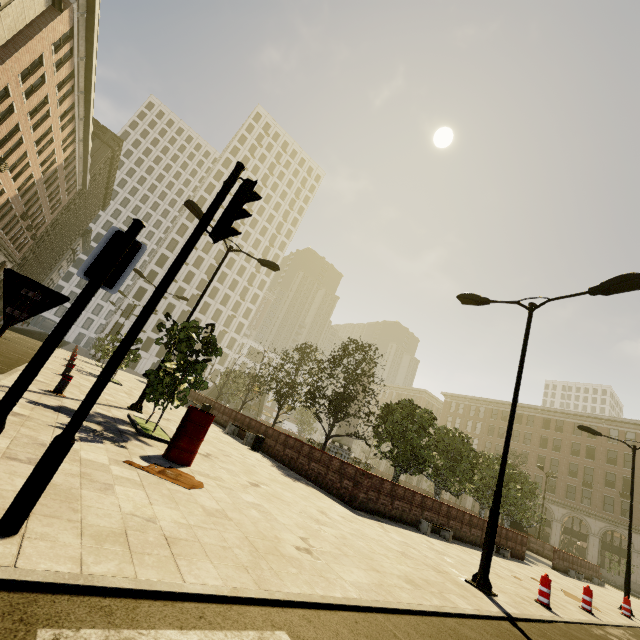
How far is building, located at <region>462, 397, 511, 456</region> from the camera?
54.81m

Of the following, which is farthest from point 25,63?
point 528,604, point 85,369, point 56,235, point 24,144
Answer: point 56,235

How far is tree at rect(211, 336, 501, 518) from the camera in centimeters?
1811cm

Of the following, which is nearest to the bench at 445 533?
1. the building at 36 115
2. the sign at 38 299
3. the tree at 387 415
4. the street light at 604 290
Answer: the tree at 387 415

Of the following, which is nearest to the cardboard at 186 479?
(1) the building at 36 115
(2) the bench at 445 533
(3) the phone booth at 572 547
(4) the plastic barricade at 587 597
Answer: (2) the bench at 445 533

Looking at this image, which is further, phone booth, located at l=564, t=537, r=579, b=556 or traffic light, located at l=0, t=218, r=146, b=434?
phone booth, located at l=564, t=537, r=579, b=556

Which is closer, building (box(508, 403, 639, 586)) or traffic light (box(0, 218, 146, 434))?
traffic light (box(0, 218, 146, 434))
